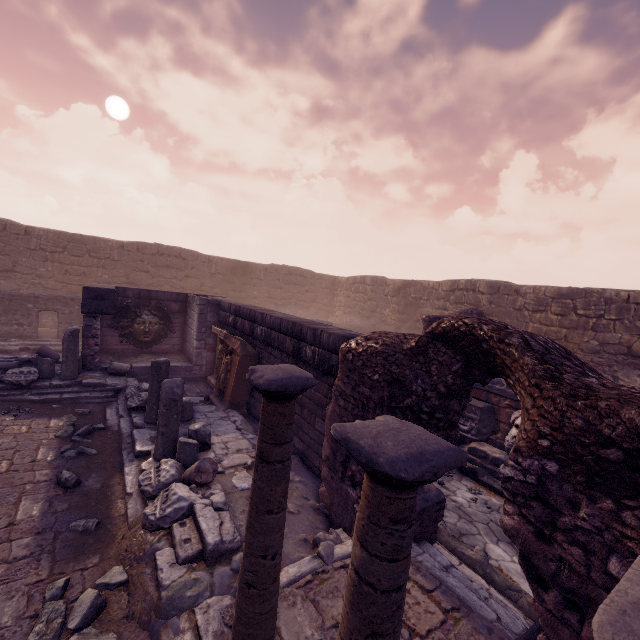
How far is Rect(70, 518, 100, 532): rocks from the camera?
4.1 meters

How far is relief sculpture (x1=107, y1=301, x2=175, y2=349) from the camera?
11.1 meters

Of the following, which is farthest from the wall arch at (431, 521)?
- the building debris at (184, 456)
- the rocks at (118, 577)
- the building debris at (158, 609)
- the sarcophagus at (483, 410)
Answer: the sarcophagus at (483, 410)

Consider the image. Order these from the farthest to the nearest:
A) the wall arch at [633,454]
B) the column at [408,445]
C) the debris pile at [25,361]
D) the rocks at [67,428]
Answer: the debris pile at [25,361]
the rocks at [67,428]
the wall arch at [633,454]
the column at [408,445]

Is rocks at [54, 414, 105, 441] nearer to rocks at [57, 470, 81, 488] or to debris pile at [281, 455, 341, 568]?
rocks at [57, 470, 81, 488]

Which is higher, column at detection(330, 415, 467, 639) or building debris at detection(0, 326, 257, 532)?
column at detection(330, 415, 467, 639)

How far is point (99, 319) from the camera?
9.57m

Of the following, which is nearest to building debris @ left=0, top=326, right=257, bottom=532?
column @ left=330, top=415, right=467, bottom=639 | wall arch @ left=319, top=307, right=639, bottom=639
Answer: wall arch @ left=319, top=307, right=639, bottom=639
